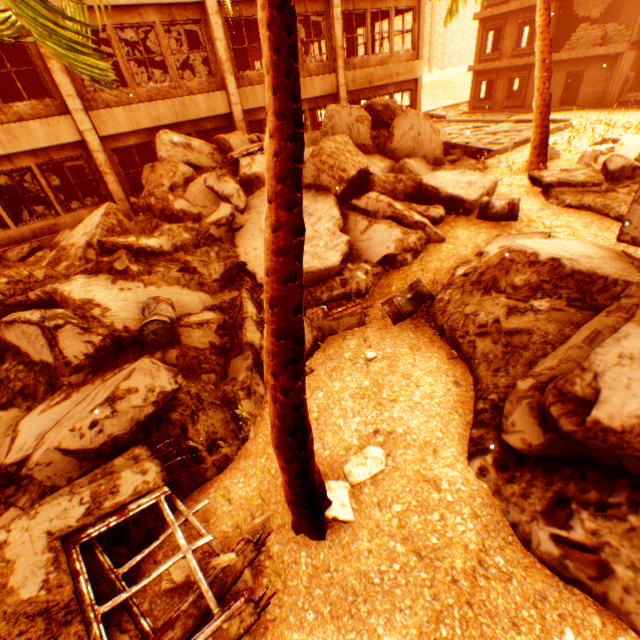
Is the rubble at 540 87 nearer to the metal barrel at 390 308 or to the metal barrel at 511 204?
the metal barrel at 390 308

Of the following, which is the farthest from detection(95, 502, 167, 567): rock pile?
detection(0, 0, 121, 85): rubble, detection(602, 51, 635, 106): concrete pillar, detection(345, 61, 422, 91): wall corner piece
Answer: detection(602, 51, 635, 106): concrete pillar

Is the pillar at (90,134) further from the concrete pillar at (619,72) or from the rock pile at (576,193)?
the concrete pillar at (619,72)

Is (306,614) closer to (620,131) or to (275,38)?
(275,38)

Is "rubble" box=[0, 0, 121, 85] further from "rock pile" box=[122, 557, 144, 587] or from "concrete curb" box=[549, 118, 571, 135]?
"concrete curb" box=[549, 118, 571, 135]

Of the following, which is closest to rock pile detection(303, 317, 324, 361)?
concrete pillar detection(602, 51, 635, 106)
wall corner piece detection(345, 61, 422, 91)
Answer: wall corner piece detection(345, 61, 422, 91)

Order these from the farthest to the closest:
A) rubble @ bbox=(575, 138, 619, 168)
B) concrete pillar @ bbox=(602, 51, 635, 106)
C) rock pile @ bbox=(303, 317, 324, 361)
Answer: concrete pillar @ bbox=(602, 51, 635, 106)
rubble @ bbox=(575, 138, 619, 168)
rock pile @ bbox=(303, 317, 324, 361)

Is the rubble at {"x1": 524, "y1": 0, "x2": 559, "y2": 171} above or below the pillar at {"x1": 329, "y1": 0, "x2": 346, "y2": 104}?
below
